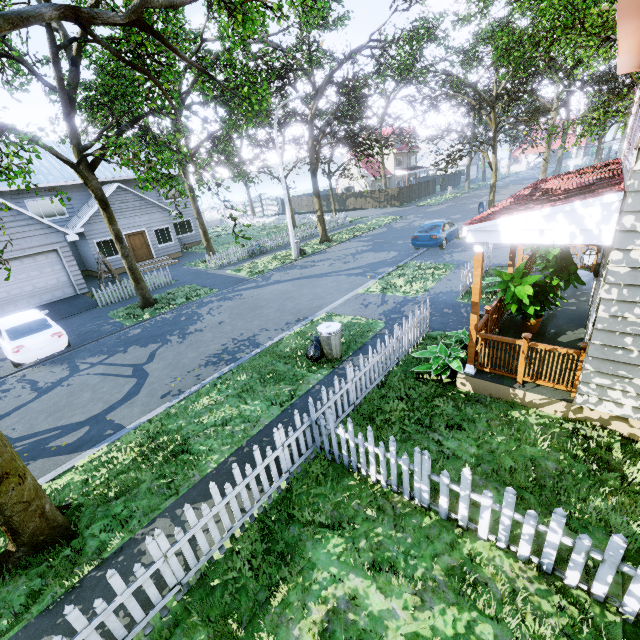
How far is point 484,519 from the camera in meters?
4.0

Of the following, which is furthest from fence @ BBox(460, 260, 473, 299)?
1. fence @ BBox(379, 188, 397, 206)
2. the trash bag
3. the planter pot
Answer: the trash bag

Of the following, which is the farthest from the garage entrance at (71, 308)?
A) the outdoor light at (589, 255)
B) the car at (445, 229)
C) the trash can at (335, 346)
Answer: the outdoor light at (589, 255)

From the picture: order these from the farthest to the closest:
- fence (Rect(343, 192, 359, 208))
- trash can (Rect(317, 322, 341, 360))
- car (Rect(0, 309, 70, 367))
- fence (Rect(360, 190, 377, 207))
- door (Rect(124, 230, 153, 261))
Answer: fence (Rect(343, 192, 359, 208)), fence (Rect(360, 190, 377, 207)), door (Rect(124, 230, 153, 261)), car (Rect(0, 309, 70, 367)), trash can (Rect(317, 322, 341, 360))

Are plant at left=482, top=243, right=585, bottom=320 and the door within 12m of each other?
no

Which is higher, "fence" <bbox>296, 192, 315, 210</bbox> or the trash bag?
"fence" <bbox>296, 192, 315, 210</bbox>

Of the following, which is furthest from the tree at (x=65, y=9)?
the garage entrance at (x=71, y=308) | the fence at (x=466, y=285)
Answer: the fence at (x=466, y=285)

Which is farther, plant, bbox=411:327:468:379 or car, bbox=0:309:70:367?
car, bbox=0:309:70:367
